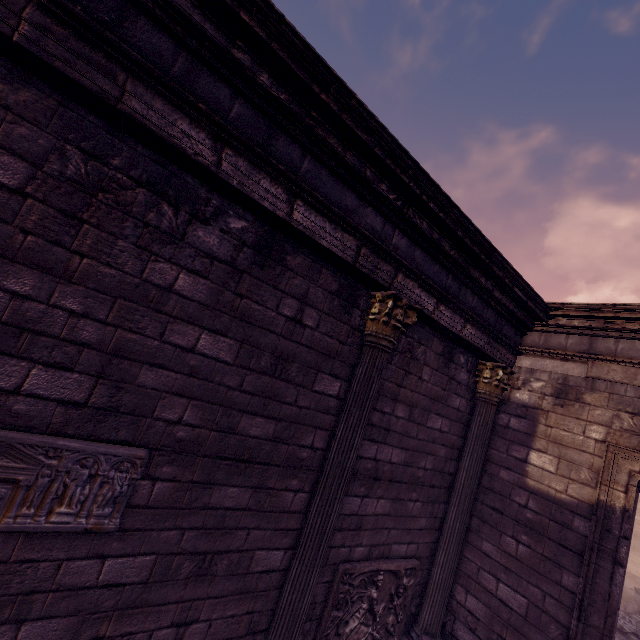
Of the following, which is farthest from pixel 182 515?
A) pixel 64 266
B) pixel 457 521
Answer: pixel 457 521

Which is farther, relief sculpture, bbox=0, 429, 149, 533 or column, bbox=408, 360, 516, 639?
column, bbox=408, 360, 516, 639

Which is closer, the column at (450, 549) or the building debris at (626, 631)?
the column at (450, 549)

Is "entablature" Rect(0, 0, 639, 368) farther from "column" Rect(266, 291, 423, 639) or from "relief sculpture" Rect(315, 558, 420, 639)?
"relief sculpture" Rect(315, 558, 420, 639)

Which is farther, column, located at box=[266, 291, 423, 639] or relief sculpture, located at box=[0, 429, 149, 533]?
column, located at box=[266, 291, 423, 639]

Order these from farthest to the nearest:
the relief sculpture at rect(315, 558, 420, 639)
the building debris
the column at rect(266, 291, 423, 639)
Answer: the building debris < the relief sculpture at rect(315, 558, 420, 639) < the column at rect(266, 291, 423, 639)

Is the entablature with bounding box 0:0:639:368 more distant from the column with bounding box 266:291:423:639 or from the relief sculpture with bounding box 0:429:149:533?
the relief sculpture with bounding box 0:429:149:533

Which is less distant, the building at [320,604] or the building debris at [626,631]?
the building at [320,604]
